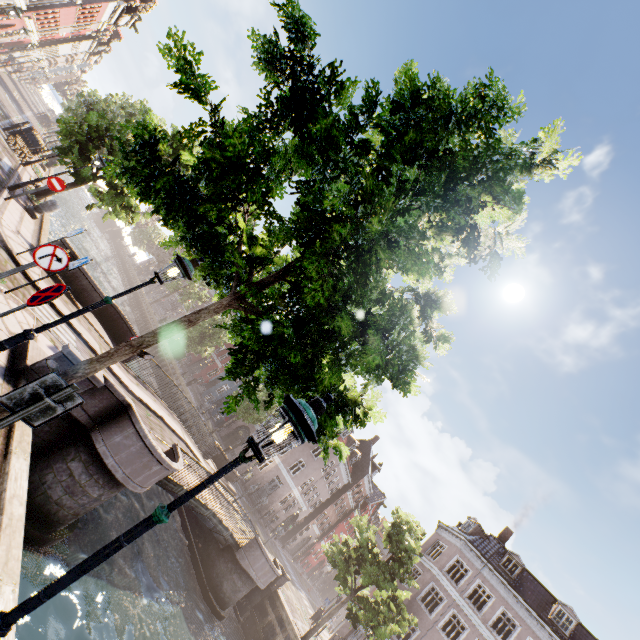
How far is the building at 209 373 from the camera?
44.5m

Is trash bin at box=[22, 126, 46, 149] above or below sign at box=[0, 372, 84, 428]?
below

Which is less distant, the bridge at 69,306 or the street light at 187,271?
the street light at 187,271

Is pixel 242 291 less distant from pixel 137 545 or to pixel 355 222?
pixel 355 222

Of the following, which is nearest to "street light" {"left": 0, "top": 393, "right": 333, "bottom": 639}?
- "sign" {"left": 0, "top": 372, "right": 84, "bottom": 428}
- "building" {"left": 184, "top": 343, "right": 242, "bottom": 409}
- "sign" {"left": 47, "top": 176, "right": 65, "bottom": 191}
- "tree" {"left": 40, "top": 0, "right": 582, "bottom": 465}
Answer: "tree" {"left": 40, "top": 0, "right": 582, "bottom": 465}

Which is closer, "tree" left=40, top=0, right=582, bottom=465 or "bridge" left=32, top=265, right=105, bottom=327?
"tree" left=40, top=0, right=582, bottom=465

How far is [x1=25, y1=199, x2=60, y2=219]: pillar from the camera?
13.3 meters

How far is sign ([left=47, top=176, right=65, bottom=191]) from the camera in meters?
11.8 m
